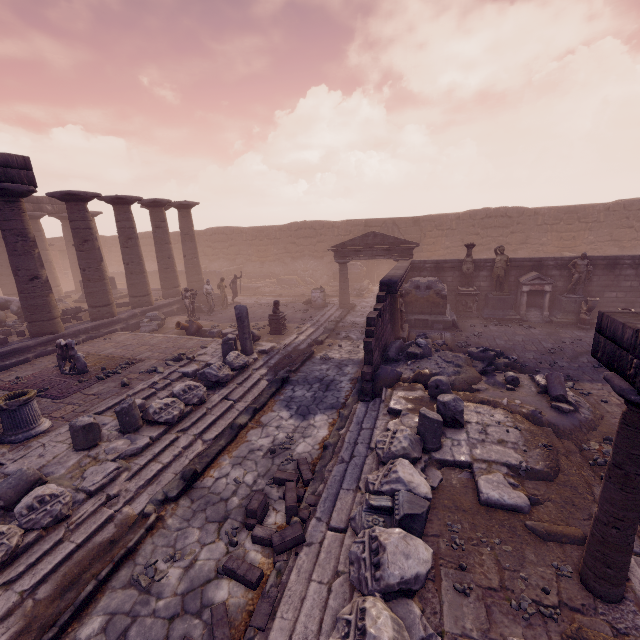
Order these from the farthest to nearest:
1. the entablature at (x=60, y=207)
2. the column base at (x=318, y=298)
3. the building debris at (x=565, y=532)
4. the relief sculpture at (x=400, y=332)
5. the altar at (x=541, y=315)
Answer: the entablature at (x=60, y=207) → the column base at (x=318, y=298) → the altar at (x=541, y=315) → the relief sculpture at (x=400, y=332) → the building debris at (x=565, y=532)

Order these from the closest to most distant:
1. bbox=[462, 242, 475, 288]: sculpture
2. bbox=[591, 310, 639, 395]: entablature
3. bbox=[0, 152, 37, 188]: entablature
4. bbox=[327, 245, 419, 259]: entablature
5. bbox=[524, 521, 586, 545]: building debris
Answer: bbox=[591, 310, 639, 395]: entablature < bbox=[524, 521, 586, 545]: building debris < bbox=[0, 152, 37, 188]: entablature < bbox=[462, 242, 475, 288]: sculpture < bbox=[327, 245, 419, 259]: entablature

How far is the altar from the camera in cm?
1402

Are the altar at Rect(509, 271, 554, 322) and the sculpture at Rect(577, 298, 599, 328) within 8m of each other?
yes

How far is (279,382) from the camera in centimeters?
977cm

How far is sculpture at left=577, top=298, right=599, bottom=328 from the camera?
12.5 meters

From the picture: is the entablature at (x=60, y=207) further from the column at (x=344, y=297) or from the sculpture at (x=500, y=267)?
the sculpture at (x=500, y=267)

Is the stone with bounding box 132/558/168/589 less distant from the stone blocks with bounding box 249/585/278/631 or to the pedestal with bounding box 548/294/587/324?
the stone blocks with bounding box 249/585/278/631
